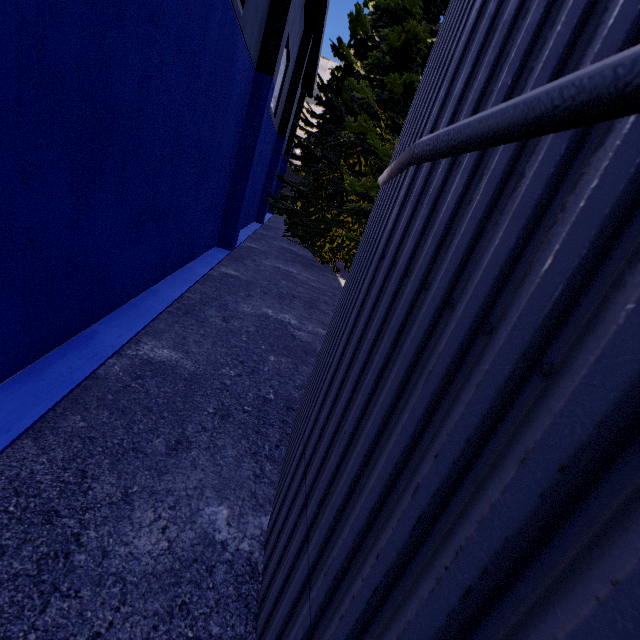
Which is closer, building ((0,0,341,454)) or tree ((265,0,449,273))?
building ((0,0,341,454))

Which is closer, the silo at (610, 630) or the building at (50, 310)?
the silo at (610, 630)

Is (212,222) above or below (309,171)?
below

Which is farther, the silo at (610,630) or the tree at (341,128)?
the tree at (341,128)

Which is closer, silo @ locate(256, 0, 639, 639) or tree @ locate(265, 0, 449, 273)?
silo @ locate(256, 0, 639, 639)

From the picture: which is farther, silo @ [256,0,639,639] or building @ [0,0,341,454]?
building @ [0,0,341,454]

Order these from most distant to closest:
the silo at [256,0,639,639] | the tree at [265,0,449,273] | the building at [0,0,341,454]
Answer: the tree at [265,0,449,273]
the building at [0,0,341,454]
the silo at [256,0,639,639]
